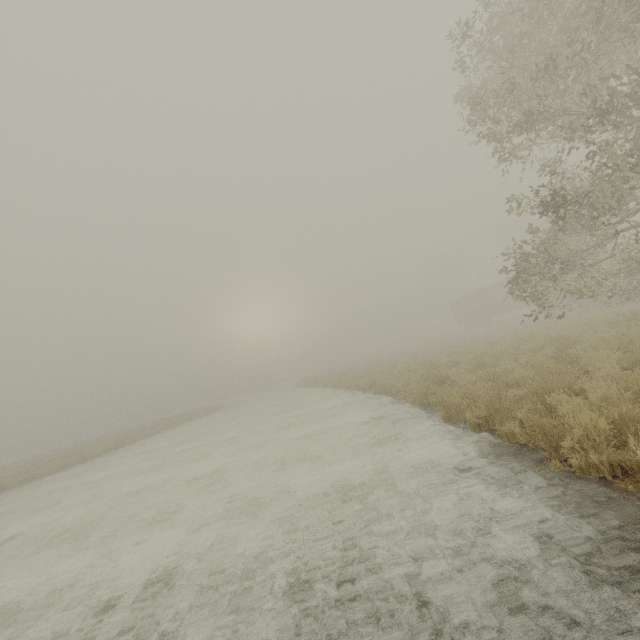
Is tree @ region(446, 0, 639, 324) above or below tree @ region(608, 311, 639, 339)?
above

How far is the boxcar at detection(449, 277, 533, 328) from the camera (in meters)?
39.68

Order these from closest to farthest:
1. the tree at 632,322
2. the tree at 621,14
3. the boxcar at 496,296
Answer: the tree at 621,14, the tree at 632,322, the boxcar at 496,296

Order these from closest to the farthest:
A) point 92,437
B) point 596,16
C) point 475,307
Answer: point 596,16
point 92,437
point 475,307

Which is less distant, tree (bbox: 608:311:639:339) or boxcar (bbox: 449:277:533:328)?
tree (bbox: 608:311:639:339)

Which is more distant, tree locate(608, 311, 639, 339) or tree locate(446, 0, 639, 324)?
tree locate(608, 311, 639, 339)

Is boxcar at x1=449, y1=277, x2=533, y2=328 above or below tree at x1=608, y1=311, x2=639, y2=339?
above

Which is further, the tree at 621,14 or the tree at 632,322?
the tree at 632,322
